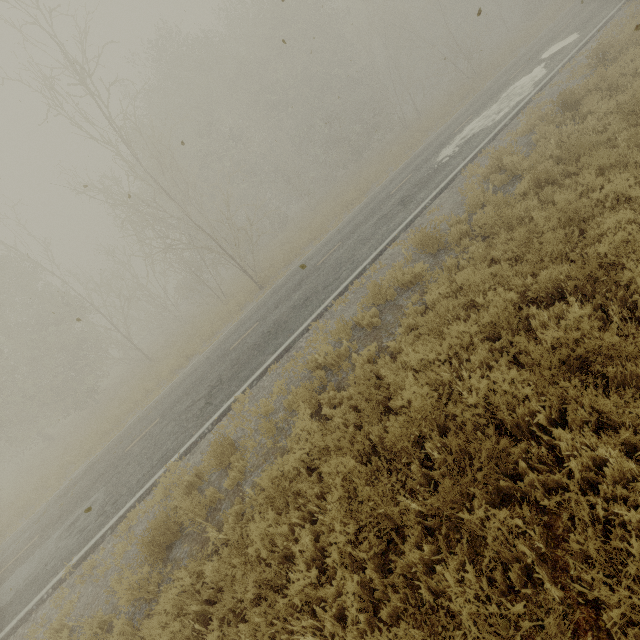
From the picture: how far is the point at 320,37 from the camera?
27.2 meters
